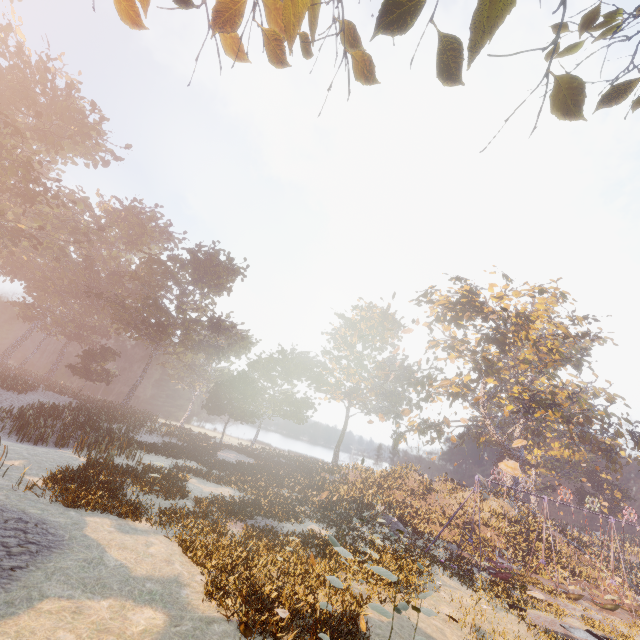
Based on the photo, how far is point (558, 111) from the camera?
4.2m

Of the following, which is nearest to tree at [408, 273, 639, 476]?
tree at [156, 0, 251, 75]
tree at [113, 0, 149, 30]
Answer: tree at [156, 0, 251, 75]

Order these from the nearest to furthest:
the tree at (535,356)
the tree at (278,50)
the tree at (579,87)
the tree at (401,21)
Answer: the tree at (401,21) → the tree at (579,87) → the tree at (278,50) → the tree at (535,356)

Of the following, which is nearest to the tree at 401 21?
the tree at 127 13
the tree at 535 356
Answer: the tree at 127 13

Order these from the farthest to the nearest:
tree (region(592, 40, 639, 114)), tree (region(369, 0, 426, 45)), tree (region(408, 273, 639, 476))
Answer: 1. tree (region(408, 273, 639, 476))
2. tree (region(592, 40, 639, 114))
3. tree (region(369, 0, 426, 45))

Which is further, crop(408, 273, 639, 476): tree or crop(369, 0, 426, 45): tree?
crop(408, 273, 639, 476): tree
